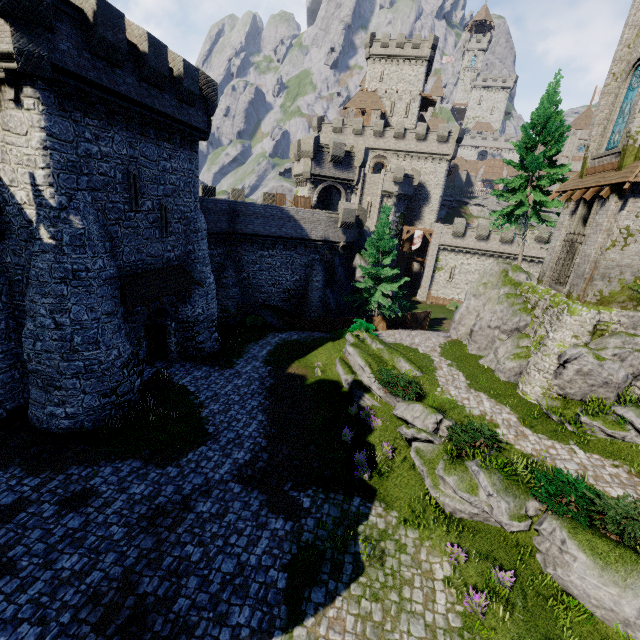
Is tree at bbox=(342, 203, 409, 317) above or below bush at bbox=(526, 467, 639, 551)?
above

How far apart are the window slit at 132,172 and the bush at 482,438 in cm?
1795

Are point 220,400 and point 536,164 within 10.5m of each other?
no

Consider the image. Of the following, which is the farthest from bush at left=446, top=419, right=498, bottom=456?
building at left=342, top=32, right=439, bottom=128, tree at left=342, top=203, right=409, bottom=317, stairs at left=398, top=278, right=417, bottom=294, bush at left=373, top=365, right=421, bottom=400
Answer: building at left=342, top=32, right=439, bottom=128

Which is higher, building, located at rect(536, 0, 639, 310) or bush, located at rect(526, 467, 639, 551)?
building, located at rect(536, 0, 639, 310)

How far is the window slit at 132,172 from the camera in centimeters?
1526cm

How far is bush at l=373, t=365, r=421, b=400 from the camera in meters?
15.8 m

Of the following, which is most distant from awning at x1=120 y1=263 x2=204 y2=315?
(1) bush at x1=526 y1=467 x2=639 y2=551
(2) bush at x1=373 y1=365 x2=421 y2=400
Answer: (1) bush at x1=526 y1=467 x2=639 y2=551
